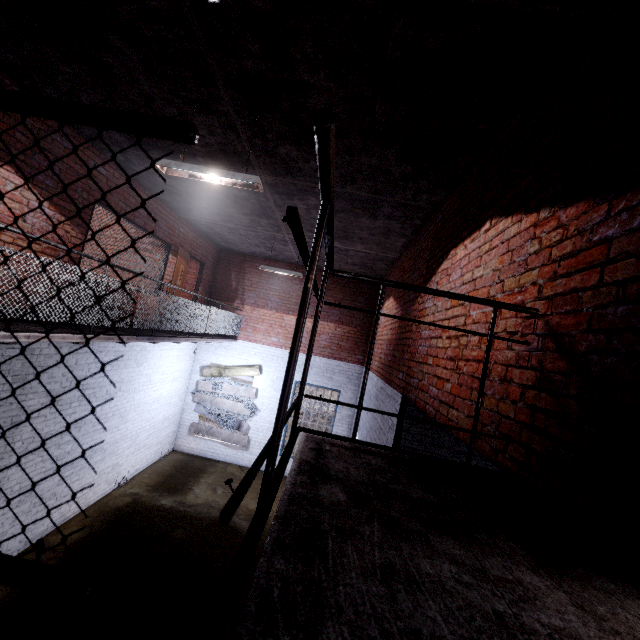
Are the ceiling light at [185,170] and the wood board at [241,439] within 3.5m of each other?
no

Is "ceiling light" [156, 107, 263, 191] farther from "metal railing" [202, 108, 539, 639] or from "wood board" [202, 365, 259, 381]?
"wood board" [202, 365, 259, 381]

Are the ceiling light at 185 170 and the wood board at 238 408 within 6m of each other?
no

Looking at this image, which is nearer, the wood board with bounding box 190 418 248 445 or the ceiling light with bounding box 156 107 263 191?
the ceiling light with bounding box 156 107 263 191

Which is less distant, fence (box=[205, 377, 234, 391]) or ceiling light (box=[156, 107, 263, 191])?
ceiling light (box=[156, 107, 263, 191])

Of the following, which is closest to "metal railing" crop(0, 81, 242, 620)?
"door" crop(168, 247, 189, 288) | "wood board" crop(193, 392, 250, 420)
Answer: "door" crop(168, 247, 189, 288)

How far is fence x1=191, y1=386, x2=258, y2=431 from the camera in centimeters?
1076cm

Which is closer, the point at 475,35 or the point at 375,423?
the point at 475,35
